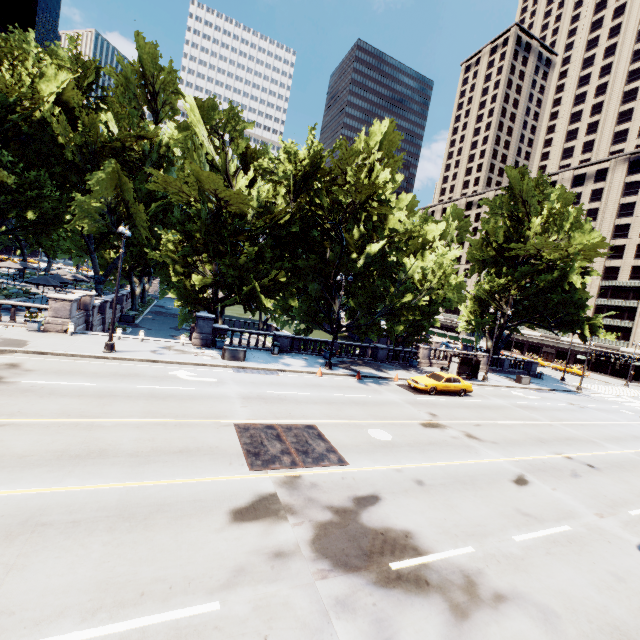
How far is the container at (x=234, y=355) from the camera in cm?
2178

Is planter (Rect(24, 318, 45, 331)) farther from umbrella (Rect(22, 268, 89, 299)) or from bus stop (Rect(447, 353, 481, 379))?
bus stop (Rect(447, 353, 481, 379))

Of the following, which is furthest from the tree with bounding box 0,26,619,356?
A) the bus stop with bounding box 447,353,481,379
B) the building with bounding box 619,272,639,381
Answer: the building with bounding box 619,272,639,381

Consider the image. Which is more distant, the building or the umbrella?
the building

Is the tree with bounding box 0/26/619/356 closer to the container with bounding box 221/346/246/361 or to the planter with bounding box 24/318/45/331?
the container with bounding box 221/346/246/361

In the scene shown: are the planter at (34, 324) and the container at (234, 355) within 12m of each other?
yes

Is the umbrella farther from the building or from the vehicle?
the building

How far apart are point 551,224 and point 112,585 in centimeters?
4088cm
